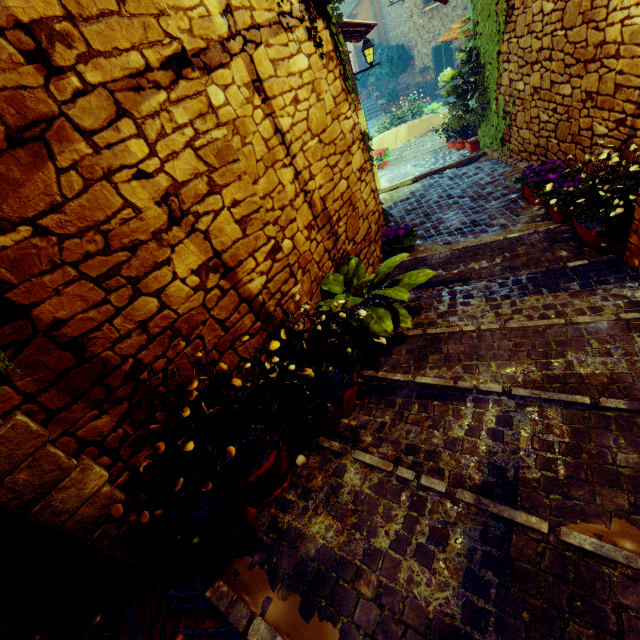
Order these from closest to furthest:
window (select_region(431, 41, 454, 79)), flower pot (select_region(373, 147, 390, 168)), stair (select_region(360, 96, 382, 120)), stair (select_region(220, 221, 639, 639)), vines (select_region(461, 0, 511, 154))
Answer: stair (select_region(220, 221, 639, 639)), vines (select_region(461, 0, 511, 154)), flower pot (select_region(373, 147, 390, 168)), window (select_region(431, 41, 454, 79)), stair (select_region(360, 96, 382, 120))

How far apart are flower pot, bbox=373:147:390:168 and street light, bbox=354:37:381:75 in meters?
1.6 m

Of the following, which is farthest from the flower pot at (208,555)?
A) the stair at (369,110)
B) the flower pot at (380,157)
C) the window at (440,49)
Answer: the window at (440,49)

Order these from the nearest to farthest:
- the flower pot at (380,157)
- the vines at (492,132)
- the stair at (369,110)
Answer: the vines at (492,132)
the flower pot at (380,157)
the stair at (369,110)

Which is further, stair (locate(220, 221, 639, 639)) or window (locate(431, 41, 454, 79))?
window (locate(431, 41, 454, 79))

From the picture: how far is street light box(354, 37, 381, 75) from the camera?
7.98m

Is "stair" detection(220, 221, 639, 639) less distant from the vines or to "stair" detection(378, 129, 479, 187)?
the vines

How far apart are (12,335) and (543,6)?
6.5m
